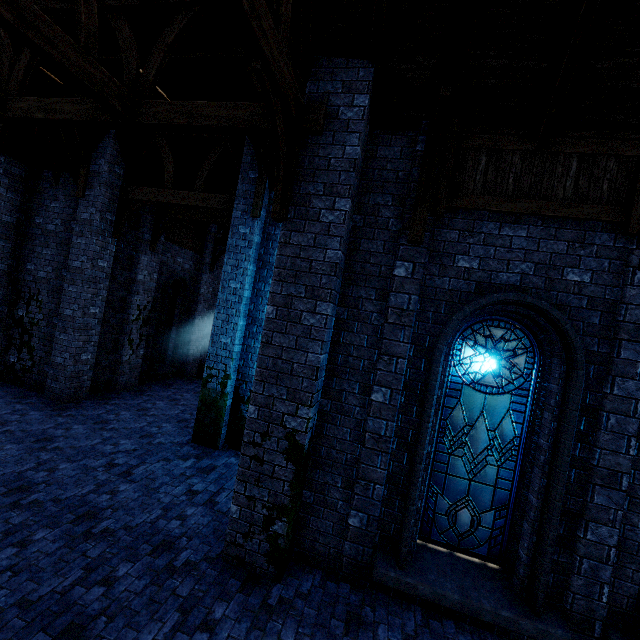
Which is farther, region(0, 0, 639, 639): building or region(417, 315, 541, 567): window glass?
region(417, 315, 541, 567): window glass

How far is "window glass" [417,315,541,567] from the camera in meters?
4.9

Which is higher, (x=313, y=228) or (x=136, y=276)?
(x=313, y=228)

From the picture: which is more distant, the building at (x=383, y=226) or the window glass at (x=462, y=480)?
the window glass at (x=462, y=480)

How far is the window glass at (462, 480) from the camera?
4.86m
